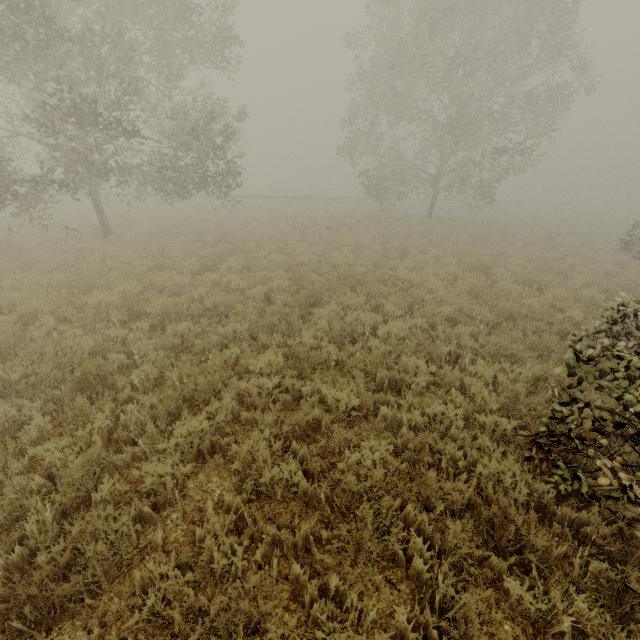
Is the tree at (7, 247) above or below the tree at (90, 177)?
below

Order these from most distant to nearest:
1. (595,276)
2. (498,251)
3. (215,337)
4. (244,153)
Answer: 1. (498,251)
2. (244,153)
3. (595,276)
4. (215,337)

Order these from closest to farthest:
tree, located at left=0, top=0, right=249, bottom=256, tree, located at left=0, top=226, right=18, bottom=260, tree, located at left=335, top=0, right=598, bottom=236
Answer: tree, located at left=0, top=0, right=249, bottom=256, tree, located at left=0, top=226, right=18, bottom=260, tree, located at left=335, top=0, right=598, bottom=236

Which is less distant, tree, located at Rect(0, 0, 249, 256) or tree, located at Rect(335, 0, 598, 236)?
tree, located at Rect(0, 0, 249, 256)

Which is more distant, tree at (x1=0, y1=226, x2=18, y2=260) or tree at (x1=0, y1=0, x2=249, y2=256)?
tree at (x1=0, y1=226, x2=18, y2=260)

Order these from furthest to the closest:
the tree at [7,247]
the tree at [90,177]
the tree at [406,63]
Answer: the tree at [406,63] < the tree at [7,247] < the tree at [90,177]

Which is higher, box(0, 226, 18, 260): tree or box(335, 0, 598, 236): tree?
box(335, 0, 598, 236): tree
